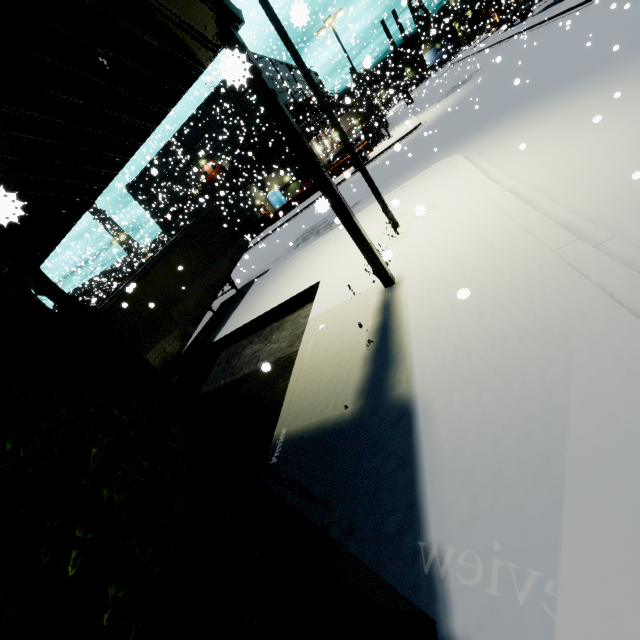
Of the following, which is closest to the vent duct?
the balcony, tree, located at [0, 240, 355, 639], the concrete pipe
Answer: the balcony

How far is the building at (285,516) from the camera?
1.6 meters

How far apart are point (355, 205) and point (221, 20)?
13.15m

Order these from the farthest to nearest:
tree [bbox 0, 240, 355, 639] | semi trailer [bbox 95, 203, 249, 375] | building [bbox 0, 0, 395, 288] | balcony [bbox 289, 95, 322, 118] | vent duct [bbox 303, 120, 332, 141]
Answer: vent duct [bbox 303, 120, 332, 141] → balcony [bbox 289, 95, 322, 118] → semi trailer [bbox 95, 203, 249, 375] → building [bbox 0, 0, 395, 288] → tree [bbox 0, 240, 355, 639]

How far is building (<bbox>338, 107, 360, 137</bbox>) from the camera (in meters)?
42.51

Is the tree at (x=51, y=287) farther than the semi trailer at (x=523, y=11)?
No

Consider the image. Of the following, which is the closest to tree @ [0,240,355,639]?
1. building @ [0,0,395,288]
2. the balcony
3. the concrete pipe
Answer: building @ [0,0,395,288]

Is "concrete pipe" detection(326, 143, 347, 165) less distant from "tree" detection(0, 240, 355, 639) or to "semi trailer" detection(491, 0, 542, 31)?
"semi trailer" detection(491, 0, 542, 31)
